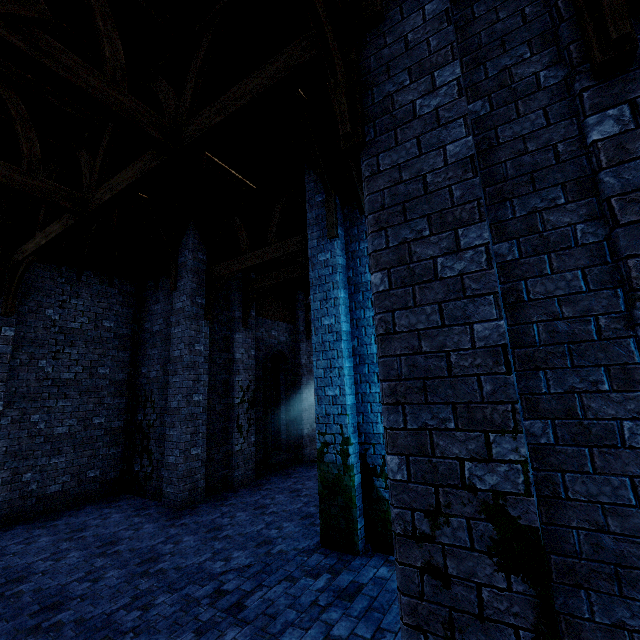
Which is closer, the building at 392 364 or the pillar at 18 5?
the building at 392 364

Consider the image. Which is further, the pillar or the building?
the pillar

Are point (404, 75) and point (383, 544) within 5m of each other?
no
